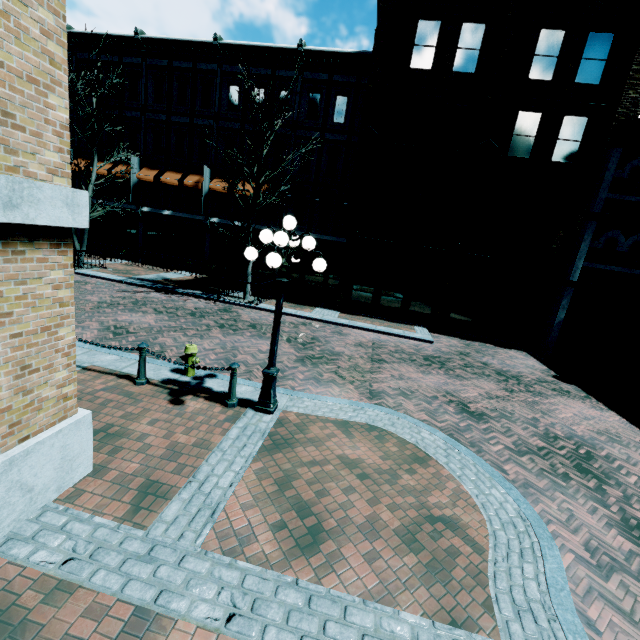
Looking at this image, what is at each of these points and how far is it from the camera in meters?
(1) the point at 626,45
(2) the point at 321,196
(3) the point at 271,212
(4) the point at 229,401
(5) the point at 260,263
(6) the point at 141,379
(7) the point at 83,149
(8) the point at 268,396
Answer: (1) building, 12.6
(2) awning, 19.0
(3) building, 20.5
(4) chain link post, 6.2
(5) building, 21.3
(6) chain link post, 6.6
(7) building, 21.9
(8) light, 6.2

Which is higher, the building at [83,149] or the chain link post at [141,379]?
the building at [83,149]

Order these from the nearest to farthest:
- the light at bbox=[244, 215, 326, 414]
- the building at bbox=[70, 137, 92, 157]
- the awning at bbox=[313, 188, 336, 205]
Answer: the light at bbox=[244, 215, 326, 414], the awning at bbox=[313, 188, 336, 205], the building at bbox=[70, 137, 92, 157]

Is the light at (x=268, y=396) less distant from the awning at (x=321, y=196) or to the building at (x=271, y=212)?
the building at (x=271, y=212)

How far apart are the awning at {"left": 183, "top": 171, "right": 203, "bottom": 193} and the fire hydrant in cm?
1594

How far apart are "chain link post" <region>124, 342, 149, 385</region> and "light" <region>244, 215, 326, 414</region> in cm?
230

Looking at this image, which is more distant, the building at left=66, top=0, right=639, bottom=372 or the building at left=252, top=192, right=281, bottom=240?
the building at left=252, top=192, right=281, bottom=240

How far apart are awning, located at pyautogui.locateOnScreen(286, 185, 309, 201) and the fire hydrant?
14.0m
